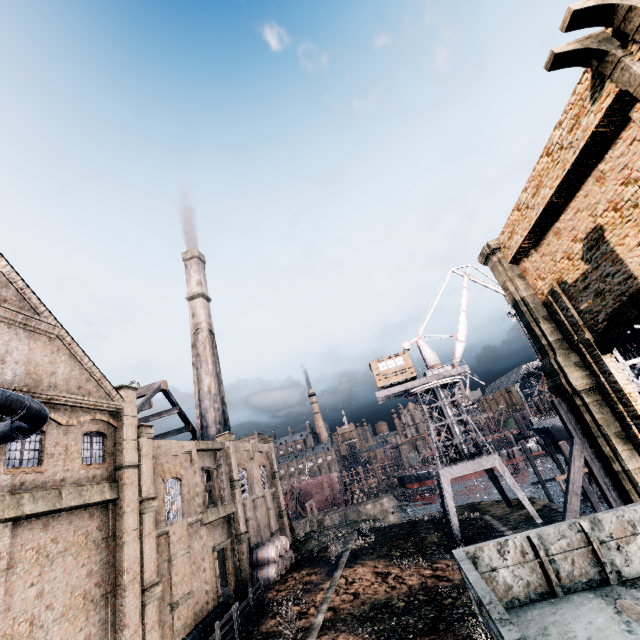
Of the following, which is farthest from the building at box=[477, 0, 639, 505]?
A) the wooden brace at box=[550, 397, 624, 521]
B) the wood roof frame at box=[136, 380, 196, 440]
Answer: the wooden brace at box=[550, 397, 624, 521]

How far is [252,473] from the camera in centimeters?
3659cm

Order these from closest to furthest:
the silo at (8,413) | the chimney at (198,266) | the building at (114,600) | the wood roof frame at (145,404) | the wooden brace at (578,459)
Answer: the silo at (8,413)
the building at (114,600)
the wooden brace at (578,459)
the wood roof frame at (145,404)
the chimney at (198,266)

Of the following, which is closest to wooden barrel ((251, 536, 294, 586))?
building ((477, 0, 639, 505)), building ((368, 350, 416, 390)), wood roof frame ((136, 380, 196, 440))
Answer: wood roof frame ((136, 380, 196, 440))

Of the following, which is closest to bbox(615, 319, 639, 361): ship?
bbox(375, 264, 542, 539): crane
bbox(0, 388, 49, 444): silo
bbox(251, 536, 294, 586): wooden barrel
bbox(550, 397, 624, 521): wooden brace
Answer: bbox(375, 264, 542, 539): crane

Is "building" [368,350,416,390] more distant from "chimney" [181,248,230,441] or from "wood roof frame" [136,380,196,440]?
"wood roof frame" [136,380,196,440]

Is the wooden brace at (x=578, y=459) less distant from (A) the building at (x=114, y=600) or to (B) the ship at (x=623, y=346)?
(B) the ship at (x=623, y=346)

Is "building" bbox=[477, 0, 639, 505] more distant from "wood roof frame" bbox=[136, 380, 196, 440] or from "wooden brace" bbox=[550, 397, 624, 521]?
"wooden brace" bbox=[550, 397, 624, 521]
